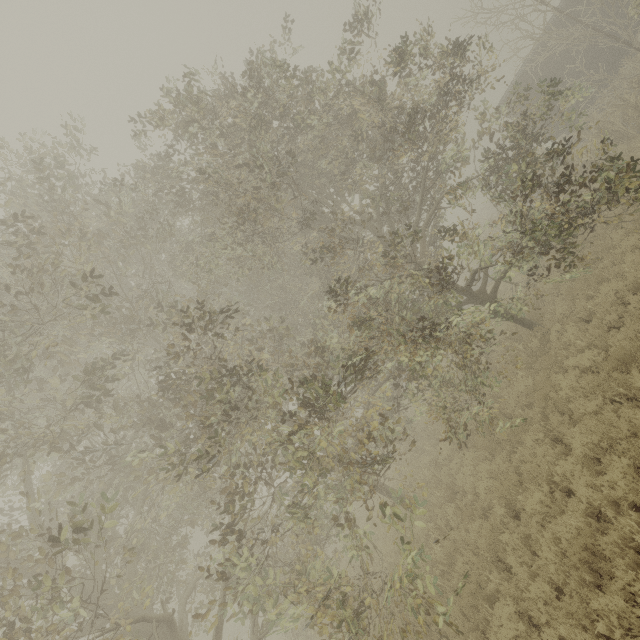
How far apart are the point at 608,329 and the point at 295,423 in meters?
8.3 m

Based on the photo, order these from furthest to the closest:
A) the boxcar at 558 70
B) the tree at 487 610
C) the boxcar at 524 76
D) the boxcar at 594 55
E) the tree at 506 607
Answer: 1. the boxcar at 524 76
2. the boxcar at 558 70
3. the boxcar at 594 55
4. the tree at 487 610
5. the tree at 506 607

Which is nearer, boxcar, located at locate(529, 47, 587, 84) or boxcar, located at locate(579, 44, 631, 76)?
boxcar, located at locate(579, 44, 631, 76)

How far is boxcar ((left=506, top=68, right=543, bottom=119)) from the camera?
16.97m

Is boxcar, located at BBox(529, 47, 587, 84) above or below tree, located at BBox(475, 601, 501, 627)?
above

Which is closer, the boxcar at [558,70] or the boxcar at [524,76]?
the boxcar at [558,70]
